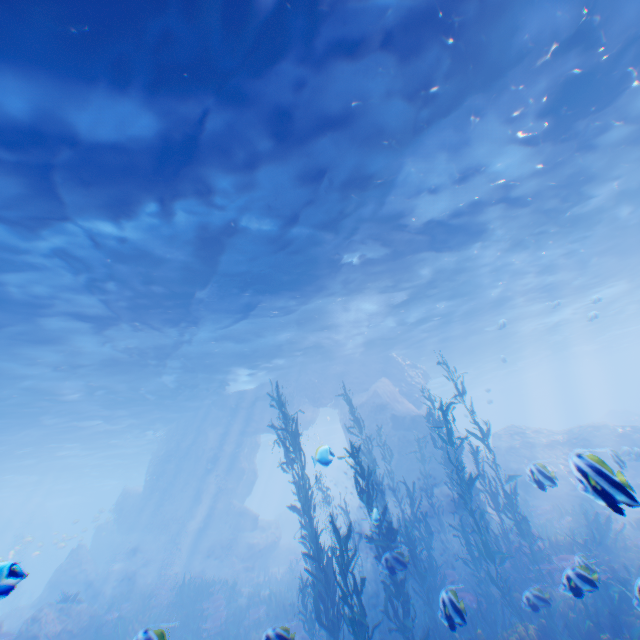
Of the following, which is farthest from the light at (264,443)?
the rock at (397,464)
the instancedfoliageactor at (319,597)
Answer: the instancedfoliageactor at (319,597)

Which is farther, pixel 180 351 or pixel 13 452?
pixel 13 452

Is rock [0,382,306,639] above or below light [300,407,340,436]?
below

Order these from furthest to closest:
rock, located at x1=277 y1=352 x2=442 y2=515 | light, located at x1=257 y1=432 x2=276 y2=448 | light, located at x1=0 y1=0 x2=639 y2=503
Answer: light, located at x1=257 y1=432 x2=276 y2=448
rock, located at x1=277 y1=352 x2=442 y2=515
light, located at x1=0 y1=0 x2=639 y2=503

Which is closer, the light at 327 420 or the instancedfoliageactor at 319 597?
the instancedfoliageactor at 319 597

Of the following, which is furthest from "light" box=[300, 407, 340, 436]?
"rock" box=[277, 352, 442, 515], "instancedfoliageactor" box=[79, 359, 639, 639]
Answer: "instancedfoliageactor" box=[79, 359, 639, 639]

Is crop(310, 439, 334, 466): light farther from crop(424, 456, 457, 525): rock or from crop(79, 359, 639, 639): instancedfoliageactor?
crop(79, 359, 639, 639): instancedfoliageactor
